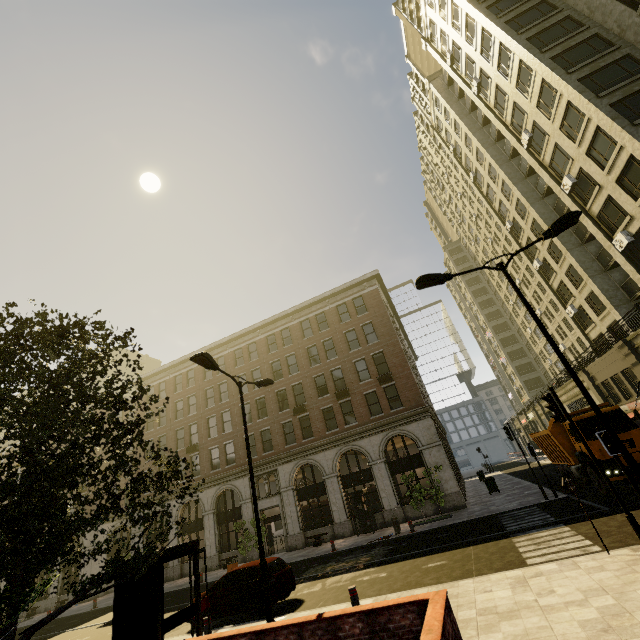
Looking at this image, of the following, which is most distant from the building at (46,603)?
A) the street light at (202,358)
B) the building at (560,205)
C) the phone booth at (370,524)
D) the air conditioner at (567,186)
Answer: the air conditioner at (567,186)

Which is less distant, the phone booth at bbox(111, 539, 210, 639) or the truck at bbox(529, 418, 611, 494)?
the phone booth at bbox(111, 539, 210, 639)

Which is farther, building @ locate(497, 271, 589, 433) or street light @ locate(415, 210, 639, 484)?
building @ locate(497, 271, 589, 433)

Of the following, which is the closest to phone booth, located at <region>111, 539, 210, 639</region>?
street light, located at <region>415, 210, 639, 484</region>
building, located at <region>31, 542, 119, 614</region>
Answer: street light, located at <region>415, 210, 639, 484</region>

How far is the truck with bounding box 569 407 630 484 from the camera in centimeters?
1334cm

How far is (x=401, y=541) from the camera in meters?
16.9

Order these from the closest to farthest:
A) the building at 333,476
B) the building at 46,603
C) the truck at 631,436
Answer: the truck at 631,436 < the building at 333,476 < the building at 46,603

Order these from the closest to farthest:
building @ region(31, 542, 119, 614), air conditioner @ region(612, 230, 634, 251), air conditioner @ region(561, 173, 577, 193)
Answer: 1. air conditioner @ region(612, 230, 634, 251)
2. air conditioner @ region(561, 173, 577, 193)
3. building @ region(31, 542, 119, 614)
